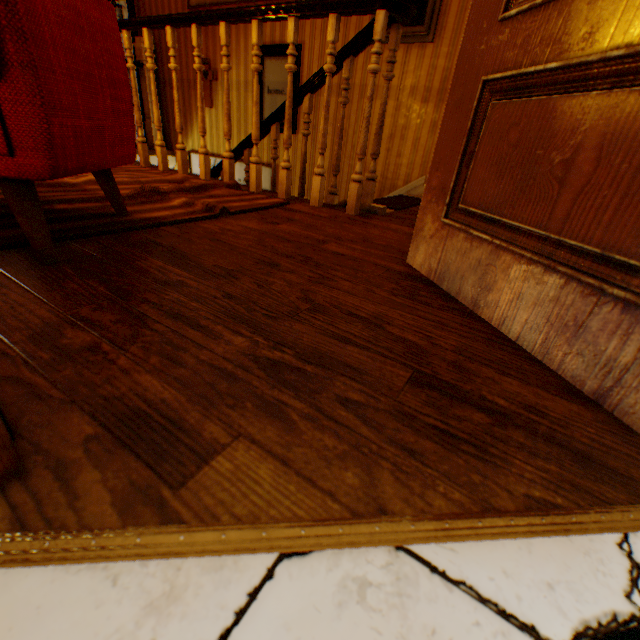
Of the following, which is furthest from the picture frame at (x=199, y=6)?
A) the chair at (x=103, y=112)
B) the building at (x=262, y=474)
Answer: the chair at (x=103, y=112)

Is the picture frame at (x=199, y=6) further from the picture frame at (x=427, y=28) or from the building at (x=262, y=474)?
the picture frame at (x=427, y=28)

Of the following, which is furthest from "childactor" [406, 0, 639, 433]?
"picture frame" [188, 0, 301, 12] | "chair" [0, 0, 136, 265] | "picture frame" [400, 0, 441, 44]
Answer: "picture frame" [188, 0, 301, 12]

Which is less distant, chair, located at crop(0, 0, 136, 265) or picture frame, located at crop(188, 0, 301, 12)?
chair, located at crop(0, 0, 136, 265)

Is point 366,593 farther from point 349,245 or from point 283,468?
point 349,245

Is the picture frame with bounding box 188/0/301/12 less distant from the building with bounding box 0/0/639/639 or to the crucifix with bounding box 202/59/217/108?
the building with bounding box 0/0/639/639

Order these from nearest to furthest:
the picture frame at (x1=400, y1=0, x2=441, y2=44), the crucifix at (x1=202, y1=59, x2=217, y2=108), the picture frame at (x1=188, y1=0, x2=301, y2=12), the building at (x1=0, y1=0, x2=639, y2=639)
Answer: the building at (x1=0, y1=0, x2=639, y2=639) → the picture frame at (x1=400, y1=0, x2=441, y2=44) → the picture frame at (x1=188, y1=0, x2=301, y2=12) → the crucifix at (x1=202, y1=59, x2=217, y2=108)

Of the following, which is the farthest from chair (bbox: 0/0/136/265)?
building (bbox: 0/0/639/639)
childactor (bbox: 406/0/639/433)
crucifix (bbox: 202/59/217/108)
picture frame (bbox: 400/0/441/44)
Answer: crucifix (bbox: 202/59/217/108)
